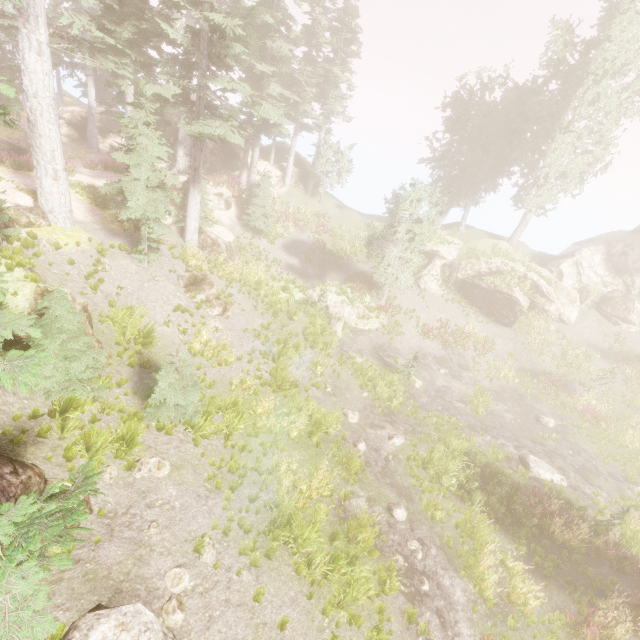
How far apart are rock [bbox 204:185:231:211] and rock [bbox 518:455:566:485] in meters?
26.2

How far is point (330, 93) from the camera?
30.4 meters

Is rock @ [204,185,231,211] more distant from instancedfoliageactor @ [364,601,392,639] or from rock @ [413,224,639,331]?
rock @ [413,224,639,331]

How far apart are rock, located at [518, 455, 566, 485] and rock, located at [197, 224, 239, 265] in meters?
20.5 m

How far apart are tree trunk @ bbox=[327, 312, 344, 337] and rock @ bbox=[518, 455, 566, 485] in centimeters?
1181cm

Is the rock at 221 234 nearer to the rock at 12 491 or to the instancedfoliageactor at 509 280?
the instancedfoliageactor at 509 280

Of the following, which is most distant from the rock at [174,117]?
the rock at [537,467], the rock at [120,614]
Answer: the rock at [120,614]

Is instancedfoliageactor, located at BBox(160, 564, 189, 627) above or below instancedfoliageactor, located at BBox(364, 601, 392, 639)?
above
